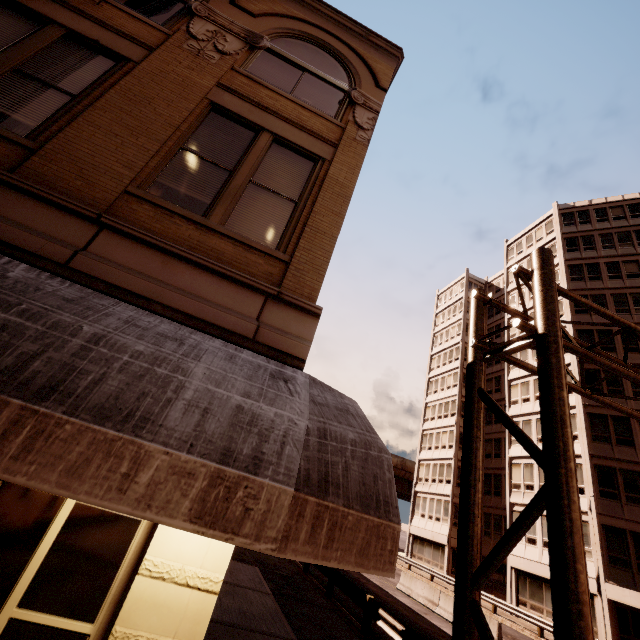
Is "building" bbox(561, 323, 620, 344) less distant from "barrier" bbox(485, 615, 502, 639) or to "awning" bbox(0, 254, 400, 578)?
"barrier" bbox(485, 615, 502, 639)

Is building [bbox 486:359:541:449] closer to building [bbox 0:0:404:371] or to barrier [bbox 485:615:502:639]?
barrier [bbox 485:615:502:639]

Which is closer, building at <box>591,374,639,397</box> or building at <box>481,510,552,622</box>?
building at <box>481,510,552,622</box>

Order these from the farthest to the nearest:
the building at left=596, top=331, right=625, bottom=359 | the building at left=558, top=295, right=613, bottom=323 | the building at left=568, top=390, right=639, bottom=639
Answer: the building at left=558, top=295, right=613, bottom=323 < the building at left=596, top=331, right=625, bottom=359 < the building at left=568, top=390, right=639, bottom=639

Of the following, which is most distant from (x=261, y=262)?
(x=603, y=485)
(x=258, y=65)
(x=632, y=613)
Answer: (x=632, y=613)

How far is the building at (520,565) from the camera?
22.6m

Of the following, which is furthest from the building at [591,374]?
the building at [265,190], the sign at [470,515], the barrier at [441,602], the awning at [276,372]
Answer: the building at [265,190]
